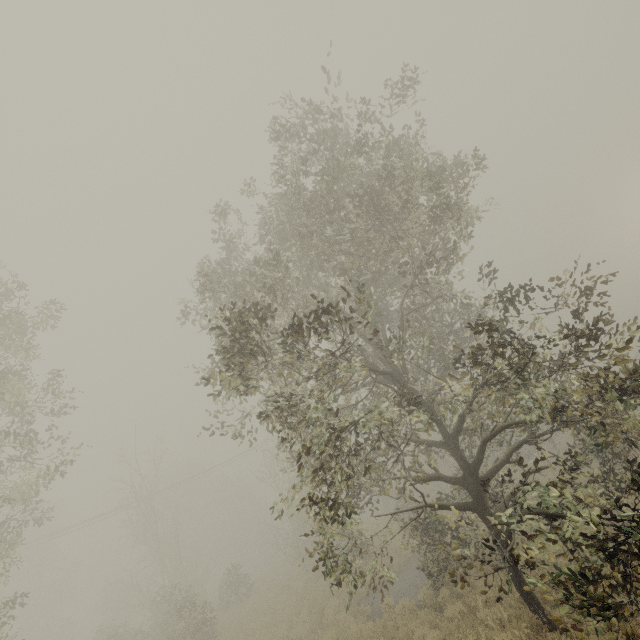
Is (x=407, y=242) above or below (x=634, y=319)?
above
